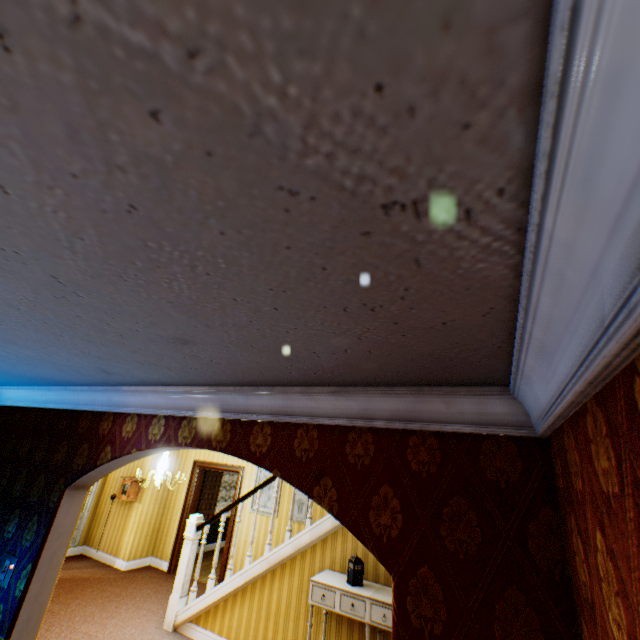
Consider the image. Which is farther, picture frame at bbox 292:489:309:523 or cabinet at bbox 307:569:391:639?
picture frame at bbox 292:489:309:523

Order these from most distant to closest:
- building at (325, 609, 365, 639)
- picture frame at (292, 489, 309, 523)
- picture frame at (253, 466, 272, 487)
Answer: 1. picture frame at (253, 466, 272, 487)
2. picture frame at (292, 489, 309, 523)
3. building at (325, 609, 365, 639)

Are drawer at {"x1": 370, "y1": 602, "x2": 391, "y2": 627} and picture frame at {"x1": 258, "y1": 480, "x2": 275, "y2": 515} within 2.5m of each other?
no

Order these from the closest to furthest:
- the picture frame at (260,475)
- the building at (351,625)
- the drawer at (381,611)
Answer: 1. the drawer at (381,611)
2. the building at (351,625)
3. the picture frame at (260,475)

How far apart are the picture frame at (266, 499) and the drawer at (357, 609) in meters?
3.3 m

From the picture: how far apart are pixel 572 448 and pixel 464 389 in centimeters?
64cm

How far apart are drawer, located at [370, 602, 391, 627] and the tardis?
0.2 meters

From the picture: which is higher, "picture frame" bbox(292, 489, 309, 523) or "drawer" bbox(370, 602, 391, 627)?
→ "picture frame" bbox(292, 489, 309, 523)
